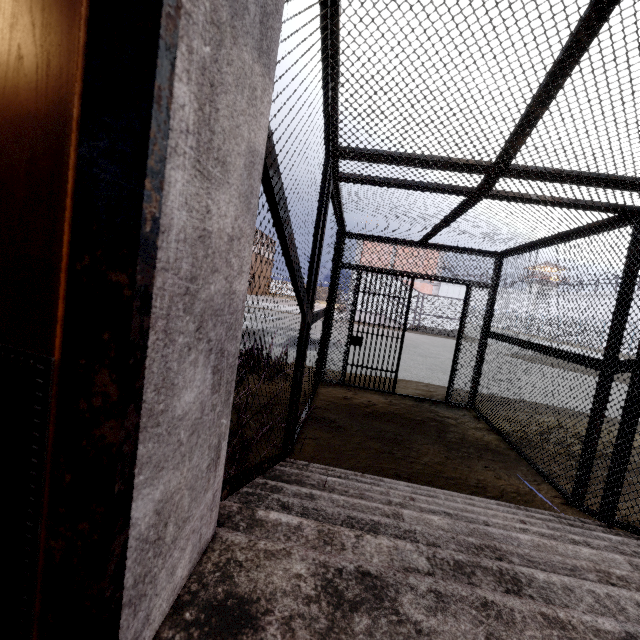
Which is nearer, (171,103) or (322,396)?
(171,103)

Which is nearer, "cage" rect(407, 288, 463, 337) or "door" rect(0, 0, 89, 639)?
"door" rect(0, 0, 89, 639)

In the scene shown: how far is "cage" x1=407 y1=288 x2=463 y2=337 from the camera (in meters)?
23.61

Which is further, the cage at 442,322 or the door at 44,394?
the cage at 442,322

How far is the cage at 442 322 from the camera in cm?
2361
